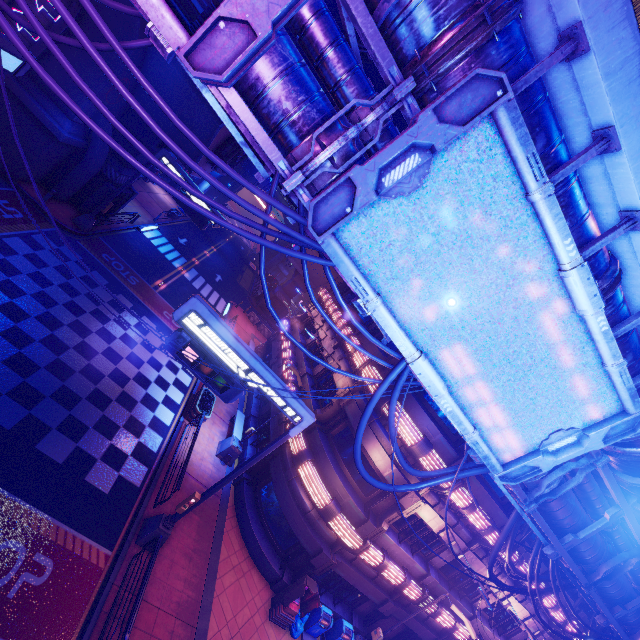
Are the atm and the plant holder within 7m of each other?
no

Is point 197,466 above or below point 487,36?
below

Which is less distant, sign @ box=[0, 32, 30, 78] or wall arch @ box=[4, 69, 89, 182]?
sign @ box=[0, 32, 30, 78]

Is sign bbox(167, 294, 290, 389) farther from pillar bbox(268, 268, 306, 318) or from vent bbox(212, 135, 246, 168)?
pillar bbox(268, 268, 306, 318)

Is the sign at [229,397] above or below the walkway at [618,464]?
below

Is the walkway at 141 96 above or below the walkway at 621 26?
below

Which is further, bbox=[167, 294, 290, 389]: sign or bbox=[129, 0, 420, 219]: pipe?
bbox=[167, 294, 290, 389]: sign

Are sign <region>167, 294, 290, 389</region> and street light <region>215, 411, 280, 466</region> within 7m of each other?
yes
